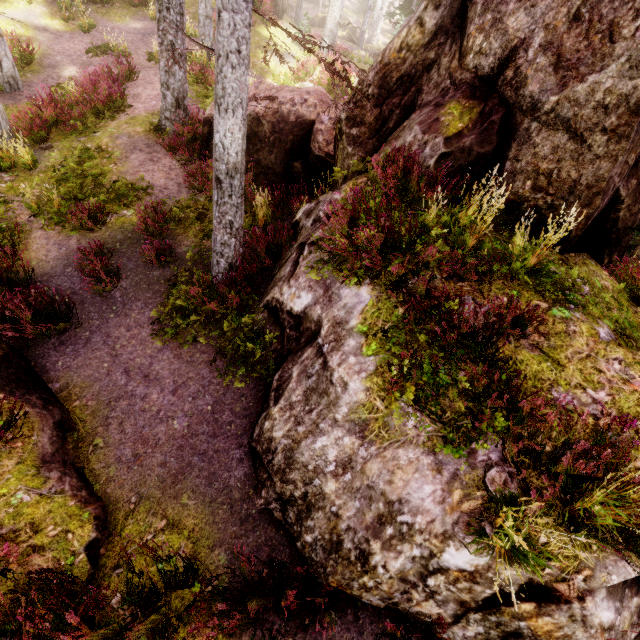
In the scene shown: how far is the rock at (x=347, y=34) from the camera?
39.3m

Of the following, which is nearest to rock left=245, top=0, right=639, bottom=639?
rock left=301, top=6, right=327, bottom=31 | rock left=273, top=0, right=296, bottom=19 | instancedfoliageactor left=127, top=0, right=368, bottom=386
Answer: instancedfoliageactor left=127, top=0, right=368, bottom=386

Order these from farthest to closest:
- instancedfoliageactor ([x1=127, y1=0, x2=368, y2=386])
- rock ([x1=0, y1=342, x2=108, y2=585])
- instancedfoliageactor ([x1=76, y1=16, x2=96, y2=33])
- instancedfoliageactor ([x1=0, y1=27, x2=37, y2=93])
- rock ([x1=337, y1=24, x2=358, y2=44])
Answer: rock ([x1=337, y1=24, x2=358, y2=44]), instancedfoliageactor ([x1=76, y1=16, x2=96, y2=33]), instancedfoliageactor ([x1=0, y1=27, x2=37, y2=93]), instancedfoliageactor ([x1=127, y1=0, x2=368, y2=386]), rock ([x1=0, y1=342, x2=108, y2=585])

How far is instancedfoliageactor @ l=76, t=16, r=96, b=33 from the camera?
16.83m

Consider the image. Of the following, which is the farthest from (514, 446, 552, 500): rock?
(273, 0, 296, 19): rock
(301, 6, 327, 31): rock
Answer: (301, 6, 327, 31): rock

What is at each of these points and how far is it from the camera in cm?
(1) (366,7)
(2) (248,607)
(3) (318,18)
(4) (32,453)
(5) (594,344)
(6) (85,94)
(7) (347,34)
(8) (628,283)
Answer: (1) instancedfoliageactor, 3800
(2) instancedfoliageactor, 346
(3) rock, 3834
(4) rock, 443
(5) rock, 400
(6) instancedfoliageactor, 1169
(7) rock, 4053
(8) instancedfoliageactor, 646

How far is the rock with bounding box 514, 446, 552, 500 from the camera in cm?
318

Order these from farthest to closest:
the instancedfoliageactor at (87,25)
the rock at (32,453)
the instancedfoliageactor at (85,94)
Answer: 1. the instancedfoliageactor at (87,25)
2. the instancedfoliageactor at (85,94)
3. the rock at (32,453)
